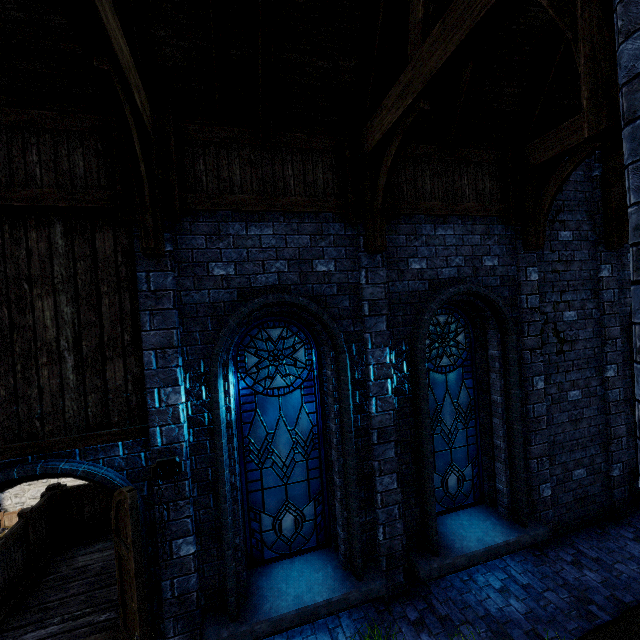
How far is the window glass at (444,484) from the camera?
5.7 meters

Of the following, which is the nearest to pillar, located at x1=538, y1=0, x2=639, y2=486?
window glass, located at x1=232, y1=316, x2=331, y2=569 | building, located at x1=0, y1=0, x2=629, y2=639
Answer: building, located at x1=0, y1=0, x2=629, y2=639

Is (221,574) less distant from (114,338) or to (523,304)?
(114,338)

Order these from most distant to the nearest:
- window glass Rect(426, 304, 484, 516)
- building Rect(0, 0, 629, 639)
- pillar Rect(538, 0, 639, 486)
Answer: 1. window glass Rect(426, 304, 484, 516)
2. building Rect(0, 0, 629, 639)
3. pillar Rect(538, 0, 639, 486)

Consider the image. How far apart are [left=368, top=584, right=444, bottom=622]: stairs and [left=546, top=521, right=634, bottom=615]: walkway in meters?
0.0

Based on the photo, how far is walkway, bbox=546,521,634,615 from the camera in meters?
4.9

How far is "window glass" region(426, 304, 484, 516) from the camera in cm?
567

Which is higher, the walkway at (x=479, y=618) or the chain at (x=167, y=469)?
the chain at (x=167, y=469)
